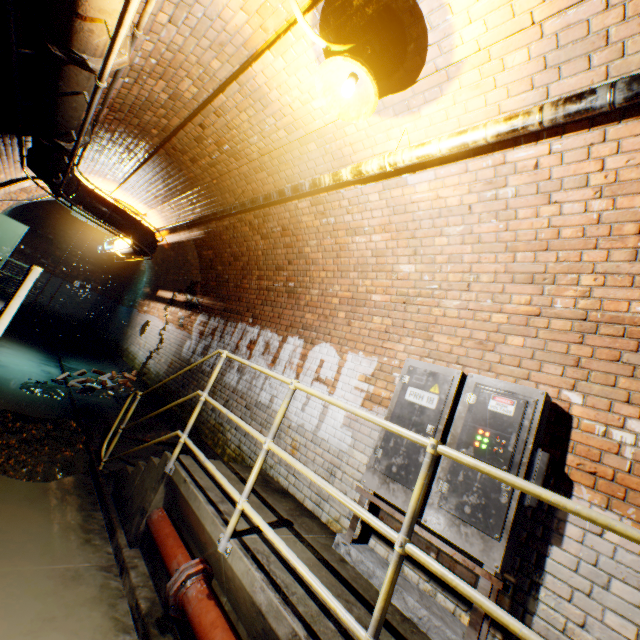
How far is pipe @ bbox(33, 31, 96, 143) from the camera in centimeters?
228cm

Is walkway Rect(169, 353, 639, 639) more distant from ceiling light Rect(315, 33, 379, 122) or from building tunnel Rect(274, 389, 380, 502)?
ceiling light Rect(315, 33, 379, 122)

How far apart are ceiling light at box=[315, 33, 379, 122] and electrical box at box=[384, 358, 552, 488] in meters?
2.2

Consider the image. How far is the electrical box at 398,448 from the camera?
2.8m

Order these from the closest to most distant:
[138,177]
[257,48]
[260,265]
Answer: [257,48] → [260,265] → [138,177]

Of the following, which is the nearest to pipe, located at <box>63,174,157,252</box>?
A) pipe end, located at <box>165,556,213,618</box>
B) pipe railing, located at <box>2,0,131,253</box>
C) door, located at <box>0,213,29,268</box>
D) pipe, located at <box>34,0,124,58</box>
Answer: pipe railing, located at <box>2,0,131,253</box>

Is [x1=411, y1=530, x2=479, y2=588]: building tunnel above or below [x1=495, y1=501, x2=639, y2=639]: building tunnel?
below

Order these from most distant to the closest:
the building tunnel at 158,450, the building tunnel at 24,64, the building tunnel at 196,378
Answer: the building tunnel at 196,378
the building tunnel at 158,450
the building tunnel at 24,64
